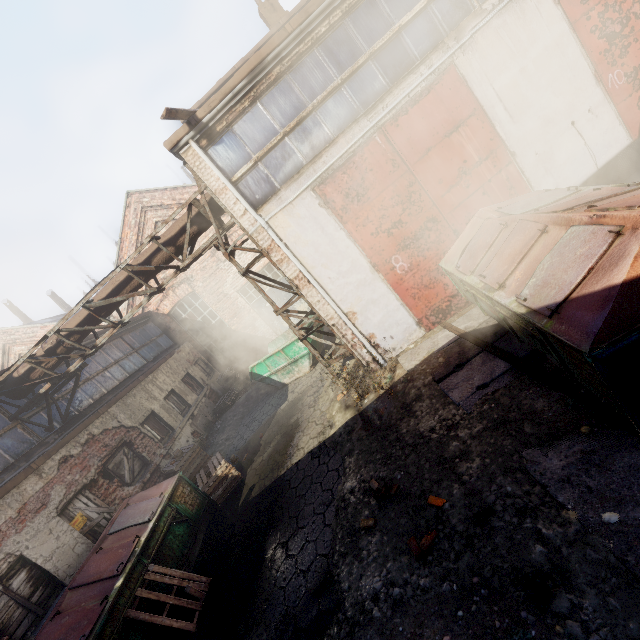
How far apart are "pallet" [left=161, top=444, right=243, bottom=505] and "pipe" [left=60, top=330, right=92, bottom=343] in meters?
4.2

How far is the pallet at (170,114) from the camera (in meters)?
5.66

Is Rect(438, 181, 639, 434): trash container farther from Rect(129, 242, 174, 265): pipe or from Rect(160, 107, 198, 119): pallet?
Rect(160, 107, 198, 119): pallet

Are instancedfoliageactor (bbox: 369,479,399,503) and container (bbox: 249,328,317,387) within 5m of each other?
no

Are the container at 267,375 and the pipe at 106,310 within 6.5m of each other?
yes

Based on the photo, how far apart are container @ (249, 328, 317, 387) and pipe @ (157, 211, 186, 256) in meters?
4.4 m

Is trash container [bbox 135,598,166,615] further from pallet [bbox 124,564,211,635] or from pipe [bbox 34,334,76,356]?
pipe [bbox 34,334,76,356]

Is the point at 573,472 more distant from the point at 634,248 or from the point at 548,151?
the point at 548,151
